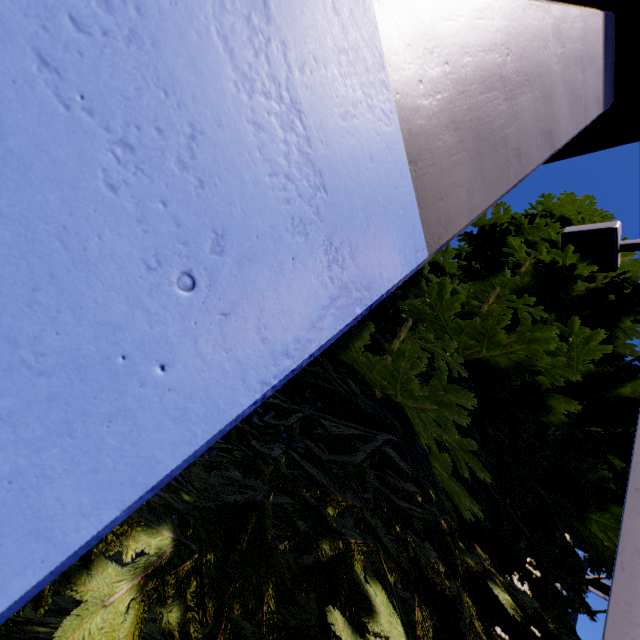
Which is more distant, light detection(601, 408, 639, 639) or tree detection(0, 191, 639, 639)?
tree detection(0, 191, 639, 639)

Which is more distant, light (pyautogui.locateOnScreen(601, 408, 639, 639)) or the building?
light (pyautogui.locateOnScreen(601, 408, 639, 639))

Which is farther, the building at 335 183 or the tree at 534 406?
the tree at 534 406

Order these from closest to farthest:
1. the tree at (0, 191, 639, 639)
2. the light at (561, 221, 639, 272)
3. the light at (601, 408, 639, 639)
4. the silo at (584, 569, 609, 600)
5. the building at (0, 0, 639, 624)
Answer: the building at (0, 0, 639, 624), the light at (601, 408, 639, 639), the tree at (0, 191, 639, 639), the light at (561, 221, 639, 272), the silo at (584, 569, 609, 600)

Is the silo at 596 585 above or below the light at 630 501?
above

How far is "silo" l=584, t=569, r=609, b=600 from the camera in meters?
8.6 m

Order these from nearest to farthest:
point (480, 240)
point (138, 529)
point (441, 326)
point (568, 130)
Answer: point (138, 529), point (568, 130), point (441, 326), point (480, 240)

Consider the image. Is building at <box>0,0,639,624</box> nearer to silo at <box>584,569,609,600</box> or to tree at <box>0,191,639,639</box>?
tree at <box>0,191,639,639</box>
